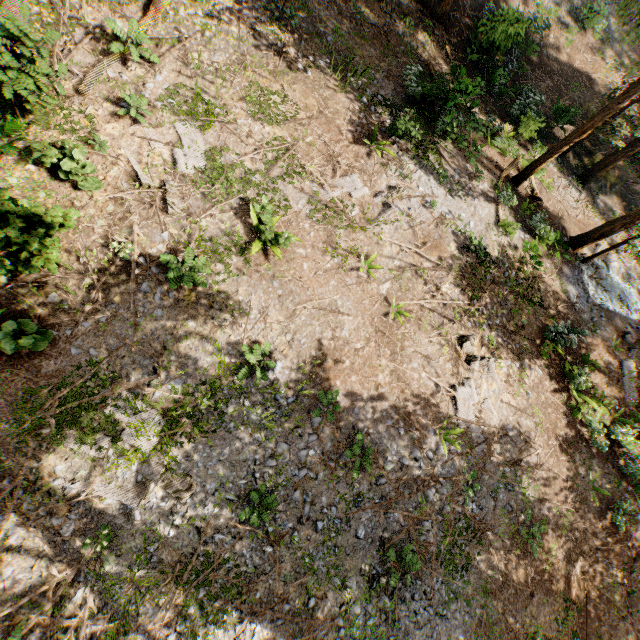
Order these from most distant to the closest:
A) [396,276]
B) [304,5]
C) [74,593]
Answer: [304,5] < [396,276] < [74,593]

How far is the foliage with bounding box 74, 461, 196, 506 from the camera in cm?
793

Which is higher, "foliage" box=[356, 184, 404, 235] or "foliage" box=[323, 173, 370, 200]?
"foliage" box=[356, 184, 404, 235]

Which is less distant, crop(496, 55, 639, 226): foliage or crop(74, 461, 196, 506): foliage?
crop(74, 461, 196, 506): foliage

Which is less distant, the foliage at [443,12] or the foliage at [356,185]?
the foliage at [356,185]
